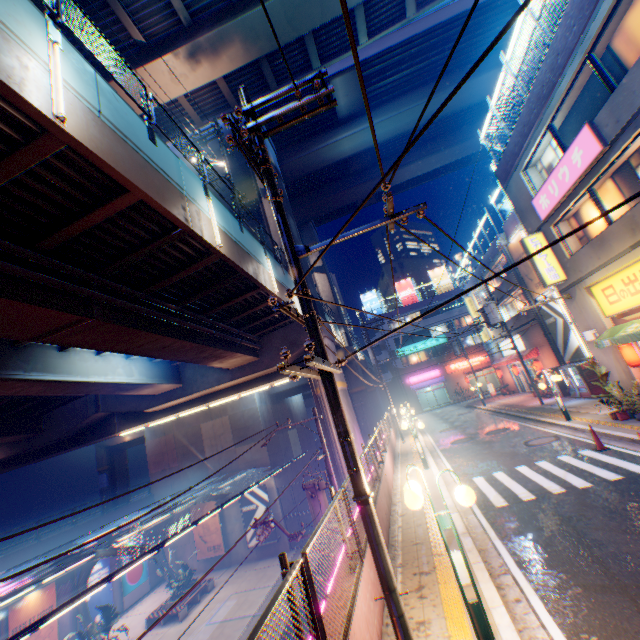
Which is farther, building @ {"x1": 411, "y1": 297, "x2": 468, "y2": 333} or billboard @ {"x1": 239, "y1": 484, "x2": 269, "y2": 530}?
building @ {"x1": 411, "y1": 297, "x2": 468, "y2": 333}

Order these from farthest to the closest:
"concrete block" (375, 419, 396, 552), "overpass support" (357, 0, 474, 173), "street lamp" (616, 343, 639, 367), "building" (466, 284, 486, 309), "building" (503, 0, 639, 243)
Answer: "building" (466, 284, 486, 309)
"overpass support" (357, 0, 474, 173)
"street lamp" (616, 343, 639, 367)
"building" (503, 0, 639, 243)
"concrete block" (375, 419, 396, 552)

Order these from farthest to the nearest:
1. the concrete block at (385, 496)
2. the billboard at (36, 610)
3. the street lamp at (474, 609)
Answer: the billboard at (36, 610) → the concrete block at (385, 496) → the street lamp at (474, 609)

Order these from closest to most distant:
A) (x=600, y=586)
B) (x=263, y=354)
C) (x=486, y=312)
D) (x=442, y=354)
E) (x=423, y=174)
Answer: (x=600, y=586) → (x=263, y=354) → (x=486, y=312) → (x=423, y=174) → (x=442, y=354)

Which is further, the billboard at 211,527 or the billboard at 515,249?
the billboard at 211,527

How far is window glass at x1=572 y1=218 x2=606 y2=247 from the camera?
12.10m

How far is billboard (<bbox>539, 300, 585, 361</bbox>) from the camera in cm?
1972

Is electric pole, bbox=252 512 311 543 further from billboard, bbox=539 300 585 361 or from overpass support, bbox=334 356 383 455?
billboard, bbox=539 300 585 361
